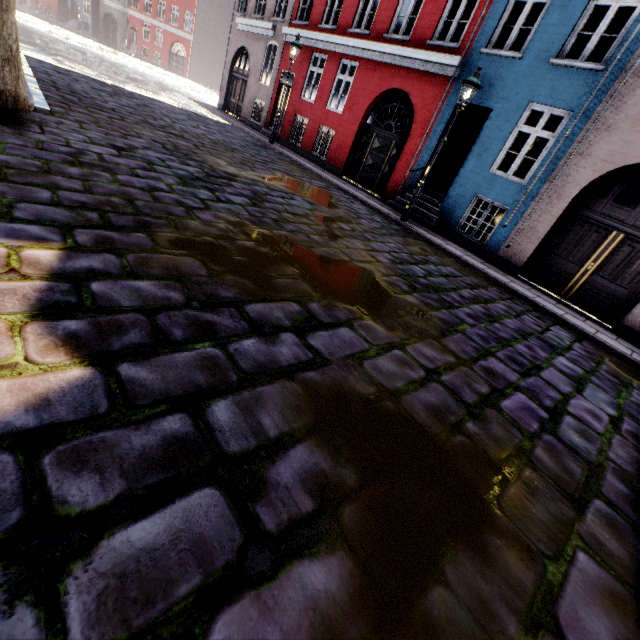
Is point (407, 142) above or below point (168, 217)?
above

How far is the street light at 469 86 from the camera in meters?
7.8

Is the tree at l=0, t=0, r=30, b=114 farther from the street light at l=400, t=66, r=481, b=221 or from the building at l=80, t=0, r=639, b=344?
the street light at l=400, t=66, r=481, b=221

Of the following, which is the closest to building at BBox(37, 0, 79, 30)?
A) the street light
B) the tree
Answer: the street light

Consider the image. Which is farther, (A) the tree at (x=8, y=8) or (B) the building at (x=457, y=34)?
(B) the building at (x=457, y=34)

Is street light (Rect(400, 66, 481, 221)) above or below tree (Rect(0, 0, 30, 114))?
above

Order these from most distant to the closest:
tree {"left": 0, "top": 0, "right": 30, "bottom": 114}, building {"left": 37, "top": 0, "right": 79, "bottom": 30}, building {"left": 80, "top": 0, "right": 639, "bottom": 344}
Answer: building {"left": 37, "top": 0, "right": 79, "bottom": 30}
building {"left": 80, "top": 0, "right": 639, "bottom": 344}
tree {"left": 0, "top": 0, "right": 30, "bottom": 114}
